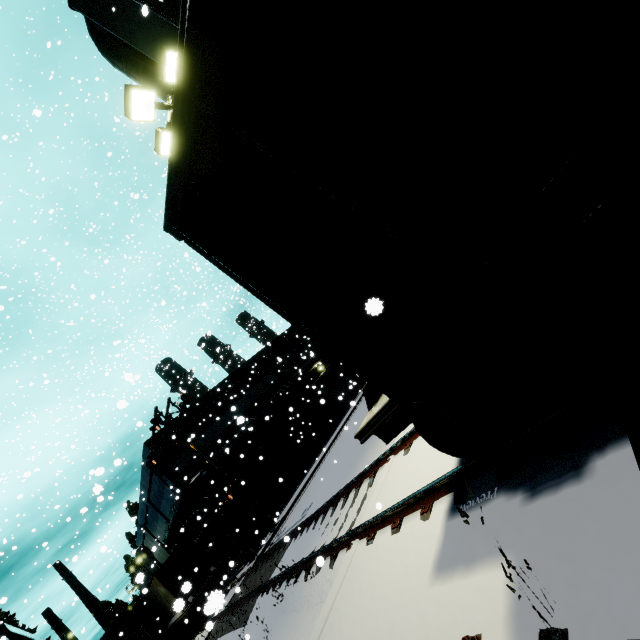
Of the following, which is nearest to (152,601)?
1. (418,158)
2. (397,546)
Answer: (397,546)

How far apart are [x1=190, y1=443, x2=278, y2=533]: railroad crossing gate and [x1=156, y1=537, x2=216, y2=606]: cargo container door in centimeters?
308cm

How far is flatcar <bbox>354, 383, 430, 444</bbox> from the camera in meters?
3.6

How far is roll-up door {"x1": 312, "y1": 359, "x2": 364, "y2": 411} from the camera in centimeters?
3350cm

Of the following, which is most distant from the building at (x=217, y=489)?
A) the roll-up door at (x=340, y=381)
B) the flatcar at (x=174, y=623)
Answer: the flatcar at (x=174, y=623)

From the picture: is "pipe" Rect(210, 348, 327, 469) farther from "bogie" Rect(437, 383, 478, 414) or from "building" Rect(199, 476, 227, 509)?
"bogie" Rect(437, 383, 478, 414)

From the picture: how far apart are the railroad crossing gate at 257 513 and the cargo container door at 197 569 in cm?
308

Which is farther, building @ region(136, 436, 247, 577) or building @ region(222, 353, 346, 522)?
building @ region(136, 436, 247, 577)
